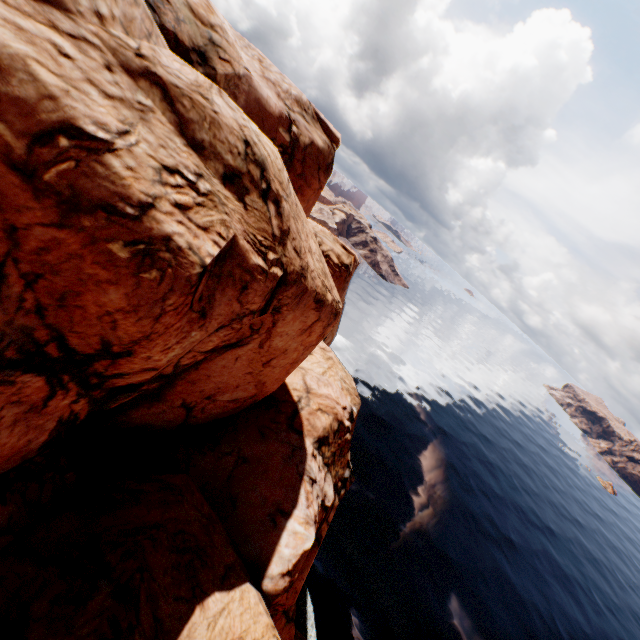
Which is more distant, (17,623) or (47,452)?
(47,452)
